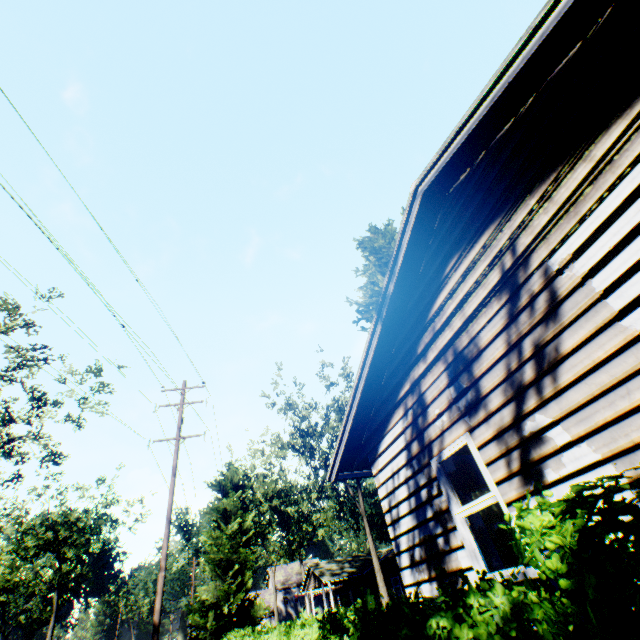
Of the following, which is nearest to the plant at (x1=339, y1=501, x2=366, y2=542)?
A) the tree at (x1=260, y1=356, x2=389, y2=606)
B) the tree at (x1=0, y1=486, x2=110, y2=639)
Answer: the tree at (x1=260, y1=356, x2=389, y2=606)

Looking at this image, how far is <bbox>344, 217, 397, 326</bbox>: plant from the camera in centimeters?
1659cm

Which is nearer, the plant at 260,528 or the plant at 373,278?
the plant at 373,278

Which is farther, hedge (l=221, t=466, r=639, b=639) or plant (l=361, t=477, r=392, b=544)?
plant (l=361, t=477, r=392, b=544)

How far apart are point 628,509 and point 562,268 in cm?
281

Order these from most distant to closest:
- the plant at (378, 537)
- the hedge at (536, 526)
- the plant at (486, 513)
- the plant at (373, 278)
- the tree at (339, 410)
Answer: the plant at (378, 537) → the tree at (339, 410) → the plant at (373, 278) → the plant at (486, 513) → the hedge at (536, 526)

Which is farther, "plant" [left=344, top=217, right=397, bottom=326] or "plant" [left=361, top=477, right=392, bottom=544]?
"plant" [left=361, top=477, right=392, bottom=544]

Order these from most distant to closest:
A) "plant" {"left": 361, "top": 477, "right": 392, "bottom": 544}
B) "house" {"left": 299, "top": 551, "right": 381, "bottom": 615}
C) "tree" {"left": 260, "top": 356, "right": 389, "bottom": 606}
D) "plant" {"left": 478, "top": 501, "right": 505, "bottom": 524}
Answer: "plant" {"left": 361, "top": 477, "right": 392, "bottom": 544}, "house" {"left": 299, "top": 551, "right": 381, "bottom": 615}, "tree" {"left": 260, "top": 356, "right": 389, "bottom": 606}, "plant" {"left": 478, "top": 501, "right": 505, "bottom": 524}
